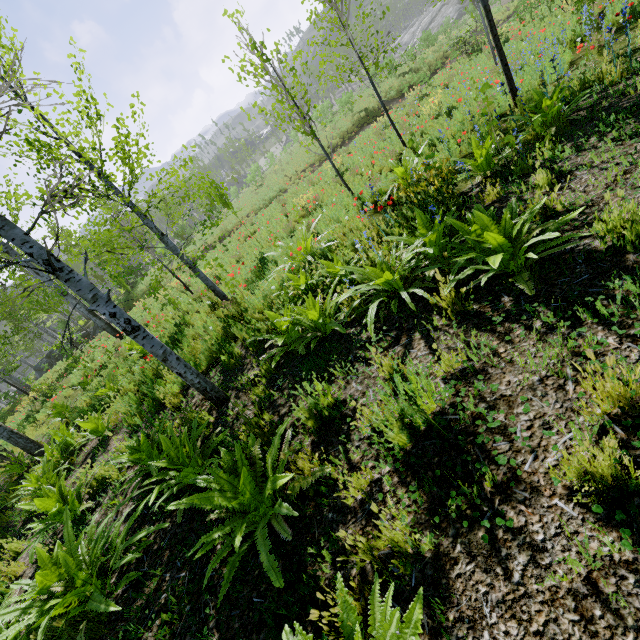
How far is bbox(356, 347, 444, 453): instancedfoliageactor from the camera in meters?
2.1 m

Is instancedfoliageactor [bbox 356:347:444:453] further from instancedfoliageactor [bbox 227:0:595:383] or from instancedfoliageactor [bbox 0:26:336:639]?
instancedfoliageactor [bbox 227:0:595:383]

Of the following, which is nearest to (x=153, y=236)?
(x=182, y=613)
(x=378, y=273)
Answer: (x=378, y=273)

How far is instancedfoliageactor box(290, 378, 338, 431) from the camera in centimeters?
287cm

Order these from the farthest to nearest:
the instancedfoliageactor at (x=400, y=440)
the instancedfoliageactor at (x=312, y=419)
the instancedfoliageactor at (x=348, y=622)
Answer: the instancedfoliageactor at (x=312, y=419) < the instancedfoliageactor at (x=400, y=440) < the instancedfoliageactor at (x=348, y=622)

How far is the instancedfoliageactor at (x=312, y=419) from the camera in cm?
287

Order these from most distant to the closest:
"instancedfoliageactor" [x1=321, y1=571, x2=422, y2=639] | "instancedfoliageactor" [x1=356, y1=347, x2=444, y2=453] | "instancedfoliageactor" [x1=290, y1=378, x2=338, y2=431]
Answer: "instancedfoliageactor" [x1=290, y1=378, x2=338, y2=431], "instancedfoliageactor" [x1=356, y1=347, x2=444, y2=453], "instancedfoliageactor" [x1=321, y1=571, x2=422, y2=639]

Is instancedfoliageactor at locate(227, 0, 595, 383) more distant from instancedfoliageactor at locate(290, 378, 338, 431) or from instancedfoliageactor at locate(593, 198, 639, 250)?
instancedfoliageactor at locate(290, 378, 338, 431)
